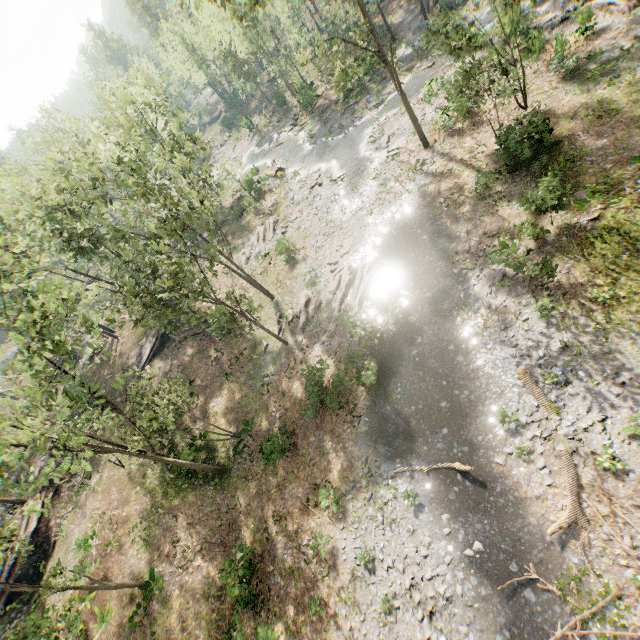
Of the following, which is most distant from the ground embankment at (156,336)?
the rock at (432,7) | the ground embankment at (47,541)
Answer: the rock at (432,7)

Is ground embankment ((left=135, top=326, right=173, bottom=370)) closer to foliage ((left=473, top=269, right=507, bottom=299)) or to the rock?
foliage ((left=473, top=269, right=507, bottom=299))

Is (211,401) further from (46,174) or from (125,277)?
(46,174)

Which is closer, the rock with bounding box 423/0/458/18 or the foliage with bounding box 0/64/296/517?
the foliage with bounding box 0/64/296/517

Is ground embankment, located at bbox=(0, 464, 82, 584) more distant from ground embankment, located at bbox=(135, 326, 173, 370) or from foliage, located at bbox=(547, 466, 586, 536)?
ground embankment, located at bbox=(135, 326, 173, 370)

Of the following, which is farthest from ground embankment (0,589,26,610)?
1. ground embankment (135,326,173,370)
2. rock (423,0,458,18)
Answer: rock (423,0,458,18)

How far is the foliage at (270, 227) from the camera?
35.8m

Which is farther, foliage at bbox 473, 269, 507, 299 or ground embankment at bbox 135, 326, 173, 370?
ground embankment at bbox 135, 326, 173, 370
